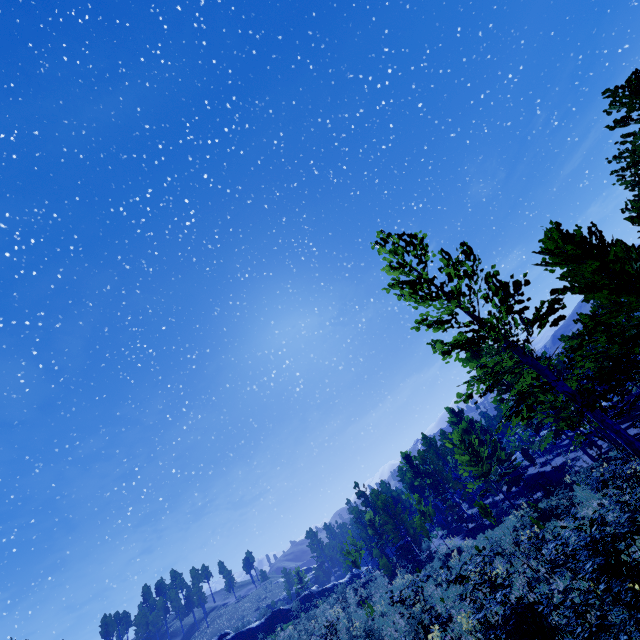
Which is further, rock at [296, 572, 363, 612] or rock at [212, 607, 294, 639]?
Answer: rock at [296, 572, 363, 612]

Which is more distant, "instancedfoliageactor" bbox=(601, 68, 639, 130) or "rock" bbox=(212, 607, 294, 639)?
"rock" bbox=(212, 607, 294, 639)

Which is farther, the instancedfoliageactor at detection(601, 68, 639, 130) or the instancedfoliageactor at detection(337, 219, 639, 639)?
the instancedfoliageactor at detection(601, 68, 639, 130)

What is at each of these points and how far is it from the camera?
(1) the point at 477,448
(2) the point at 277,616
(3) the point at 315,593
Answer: (1) instancedfoliageactor, 23.44m
(2) rock, 38.31m
(3) rock, 41.72m

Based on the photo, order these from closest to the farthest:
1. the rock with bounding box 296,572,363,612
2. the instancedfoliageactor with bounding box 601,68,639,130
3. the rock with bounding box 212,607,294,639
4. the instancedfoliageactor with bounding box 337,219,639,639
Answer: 1. the instancedfoliageactor with bounding box 337,219,639,639
2. the instancedfoliageactor with bounding box 601,68,639,130
3. the rock with bounding box 212,607,294,639
4. the rock with bounding box 296,572,363,612

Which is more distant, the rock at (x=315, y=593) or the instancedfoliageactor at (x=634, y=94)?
the rock at (x=315, y=593)
